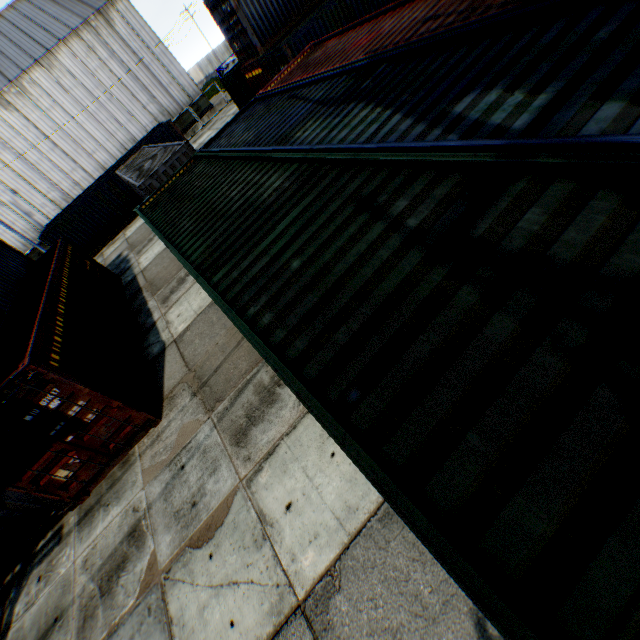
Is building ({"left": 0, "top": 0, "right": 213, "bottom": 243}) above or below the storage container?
above

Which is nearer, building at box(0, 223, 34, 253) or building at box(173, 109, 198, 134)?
building at box(0, 223, 34, 253)

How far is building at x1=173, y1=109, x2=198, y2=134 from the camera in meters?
33.9 m

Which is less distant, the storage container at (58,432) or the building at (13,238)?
the storage container at (58,432)

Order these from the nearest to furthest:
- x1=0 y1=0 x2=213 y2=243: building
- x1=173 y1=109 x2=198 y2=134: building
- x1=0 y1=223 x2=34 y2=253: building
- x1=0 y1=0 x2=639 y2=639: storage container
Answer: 1. x1=0 y1=0 x2=639 y2=639: storage container
2. x1=0 y1=0 x2=213 y2=243: building
3. x1=0 y1=223 x2=34 y2=253: building
4. x1=173 y1=109 x2=198 y2=134: building

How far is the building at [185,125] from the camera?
33.9 meters

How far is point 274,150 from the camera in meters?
5.9 m
